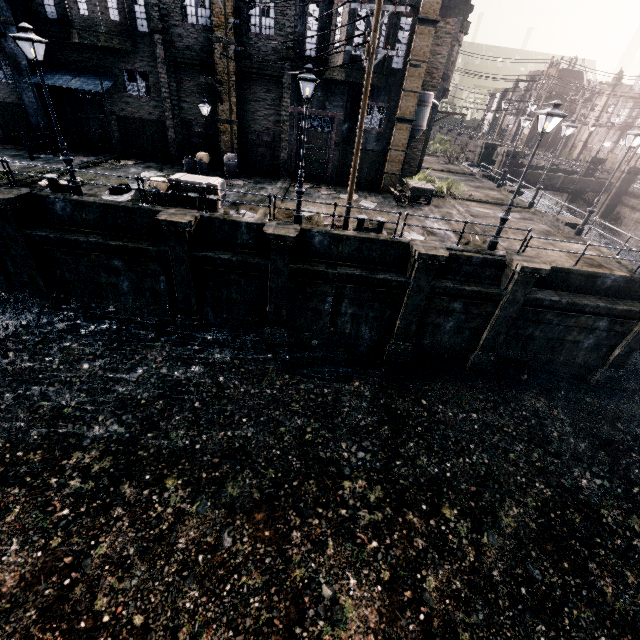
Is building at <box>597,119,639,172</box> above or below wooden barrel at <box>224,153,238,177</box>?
above

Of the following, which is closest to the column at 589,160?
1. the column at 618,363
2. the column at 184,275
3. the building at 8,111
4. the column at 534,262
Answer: the column at 618,363

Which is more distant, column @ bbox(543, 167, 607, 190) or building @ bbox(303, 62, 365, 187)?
column @ bbox(543, 167, 607, 190)

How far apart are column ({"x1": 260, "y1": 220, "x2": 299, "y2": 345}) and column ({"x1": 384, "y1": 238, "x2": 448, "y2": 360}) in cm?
508

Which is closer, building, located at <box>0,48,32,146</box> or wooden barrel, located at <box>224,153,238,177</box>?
building, located at <box>0,48,32,146</box>

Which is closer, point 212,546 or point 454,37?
point 212,546

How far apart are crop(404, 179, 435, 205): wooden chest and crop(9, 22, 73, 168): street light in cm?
1802

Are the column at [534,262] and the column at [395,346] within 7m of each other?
yes
